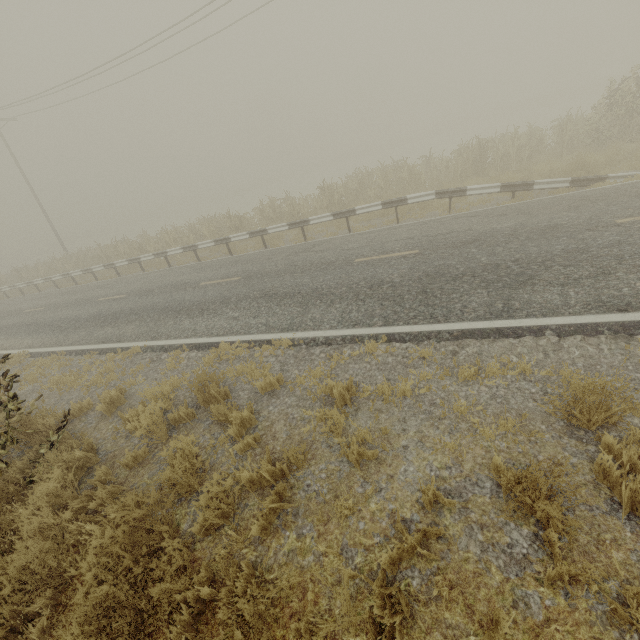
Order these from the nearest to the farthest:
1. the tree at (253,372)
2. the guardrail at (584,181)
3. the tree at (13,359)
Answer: the tree at (13,359) → the tree at (253,372) → the guardrail at (584,181)

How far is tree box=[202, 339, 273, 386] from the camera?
5.8 meters

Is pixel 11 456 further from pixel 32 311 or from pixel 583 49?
pixel 583 49

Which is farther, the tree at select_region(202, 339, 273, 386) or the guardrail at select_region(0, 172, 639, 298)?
the guardrail at select_region(0, 172, 639, 298)

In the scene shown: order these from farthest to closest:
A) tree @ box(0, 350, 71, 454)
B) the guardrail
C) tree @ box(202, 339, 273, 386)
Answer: the guardrail < tree @ box(202, 339, 273, 386) < tree @ box(0, 350, 71, 454)

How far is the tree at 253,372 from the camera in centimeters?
584cm

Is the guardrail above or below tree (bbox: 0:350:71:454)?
above
